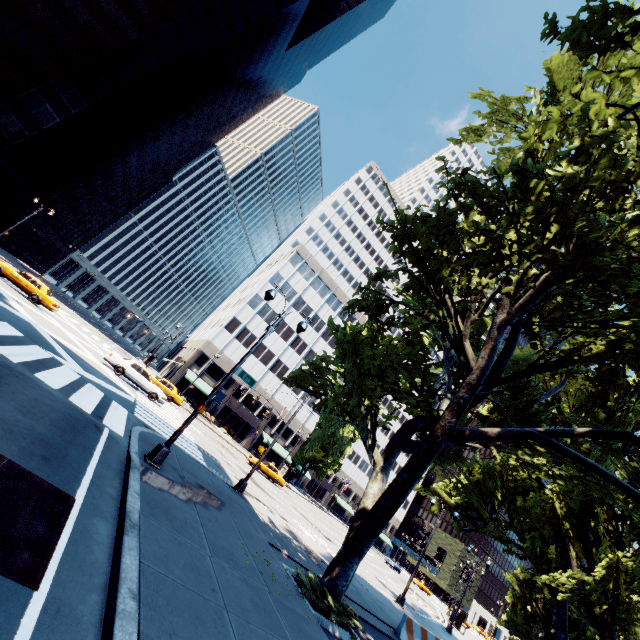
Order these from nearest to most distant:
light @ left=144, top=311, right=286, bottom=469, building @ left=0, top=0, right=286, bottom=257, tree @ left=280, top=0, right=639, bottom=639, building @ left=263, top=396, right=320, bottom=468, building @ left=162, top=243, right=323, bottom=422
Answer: tree @ left=280, top=0, right=639, bottom=639
light @ left=144, top=311, right=286, bottom=469
building @ left=0, top=0, right=286, bottom=257
building @ left=162, top=243, right=323, bottom=422
building @ left=263, top=396, right=320, bottom=468

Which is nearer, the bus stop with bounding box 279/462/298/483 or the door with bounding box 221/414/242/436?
the bus stop with bounding box 279/462/298/483

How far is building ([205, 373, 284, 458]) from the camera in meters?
50.8

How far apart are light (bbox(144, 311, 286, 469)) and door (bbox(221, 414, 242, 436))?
42.9 meters

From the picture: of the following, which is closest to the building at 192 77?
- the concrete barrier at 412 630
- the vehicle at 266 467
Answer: the vehicle at 266 467

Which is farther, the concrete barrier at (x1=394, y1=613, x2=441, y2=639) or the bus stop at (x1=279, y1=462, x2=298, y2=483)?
the bus stop at (x1=279, y1=462, x2=298, y2=483)

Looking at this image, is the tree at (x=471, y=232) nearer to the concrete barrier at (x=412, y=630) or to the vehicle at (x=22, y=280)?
the concrete barrier at (x=412, y=630)

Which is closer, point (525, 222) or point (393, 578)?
point (525, 222)
